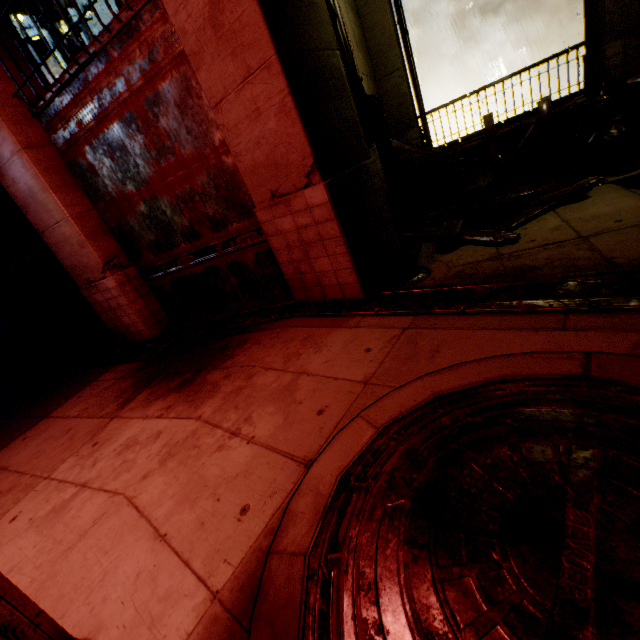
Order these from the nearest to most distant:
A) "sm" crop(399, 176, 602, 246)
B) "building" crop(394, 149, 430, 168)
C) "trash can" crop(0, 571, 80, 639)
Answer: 1. "trash can" crop(0, 571, 80, 639)
2. "sm" crop(399, 176, 602, 246)
3. "building" crop(394, 149, 430, 168)

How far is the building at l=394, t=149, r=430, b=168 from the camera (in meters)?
8.59

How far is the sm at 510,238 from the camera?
4.7m

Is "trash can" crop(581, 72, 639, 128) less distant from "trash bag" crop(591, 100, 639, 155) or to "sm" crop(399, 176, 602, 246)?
"trash bag" crop(591, 100, 639, 155)

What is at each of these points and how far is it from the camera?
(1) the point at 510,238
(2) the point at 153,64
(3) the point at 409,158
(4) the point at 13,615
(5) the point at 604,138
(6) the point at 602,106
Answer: (1) sm, 4.39m
(2) building, 4.14m
(3) building, 8.69m
(4) trash can, 1.47m
(5) trash bag, 5.88m
(6) trash can, 6.02m

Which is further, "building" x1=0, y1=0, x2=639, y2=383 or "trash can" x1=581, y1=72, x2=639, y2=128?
"trash can" x1=581, y1=72, x2=639, y2=128

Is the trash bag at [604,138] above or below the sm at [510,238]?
above

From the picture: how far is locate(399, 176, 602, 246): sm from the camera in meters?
4.7
